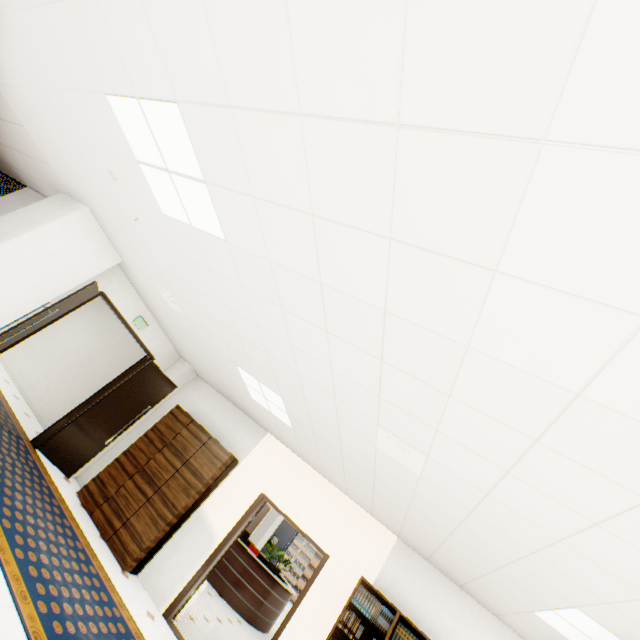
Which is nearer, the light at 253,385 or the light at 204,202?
the light at 204,202

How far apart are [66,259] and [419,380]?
5.4m

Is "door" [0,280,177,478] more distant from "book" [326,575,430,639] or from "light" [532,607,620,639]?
"light" [532,607,620,639]

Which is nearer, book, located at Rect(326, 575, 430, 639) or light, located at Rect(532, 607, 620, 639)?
light, located at Rect(532, 607, 620, 639)

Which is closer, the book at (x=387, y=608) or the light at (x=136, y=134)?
the light at (x=136, y=134)

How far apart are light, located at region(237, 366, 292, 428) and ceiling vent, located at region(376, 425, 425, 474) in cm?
168

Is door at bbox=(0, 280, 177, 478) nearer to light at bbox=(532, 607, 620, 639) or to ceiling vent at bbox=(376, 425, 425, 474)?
ceiling vent at bbox=(376, 425, 425, 474)

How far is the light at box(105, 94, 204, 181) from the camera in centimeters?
212cm
